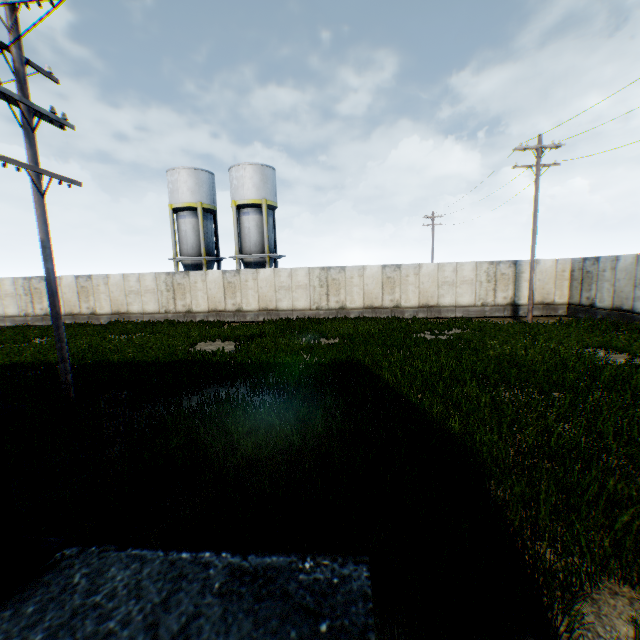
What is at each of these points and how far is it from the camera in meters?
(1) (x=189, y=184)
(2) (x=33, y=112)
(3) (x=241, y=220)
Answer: (1) vertical tank, 27.5
(2) electric pole, 7.4
(3) vertical tank, 28.1

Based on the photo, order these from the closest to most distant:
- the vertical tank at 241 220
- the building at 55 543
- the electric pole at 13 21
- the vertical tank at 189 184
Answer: the building at 55 543, the electric pole at 13 21, the vertical tank at 241 220, the vertical tank at 189 184

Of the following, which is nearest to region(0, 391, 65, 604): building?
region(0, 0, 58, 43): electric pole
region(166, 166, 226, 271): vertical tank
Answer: region(0, 0, 58, 43): electric pole

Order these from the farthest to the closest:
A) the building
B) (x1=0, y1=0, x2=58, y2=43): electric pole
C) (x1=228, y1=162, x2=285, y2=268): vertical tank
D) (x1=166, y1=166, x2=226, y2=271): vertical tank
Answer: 1. (x1=166, y1=166, x2=226, y2=271): vertical tank
2. (x1=228, y1=162, x2=285, y2=268): vertical tank
3. (x1=0, y1=0, x2=58, y2=43): electric pole
4. the building

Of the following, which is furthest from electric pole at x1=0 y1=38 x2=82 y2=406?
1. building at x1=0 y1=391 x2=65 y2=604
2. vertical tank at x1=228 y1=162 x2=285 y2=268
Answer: vertical tank at x1=228 y1=162 x2=285 y2=268

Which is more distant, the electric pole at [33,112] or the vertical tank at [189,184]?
the vertical tank at [189,184]

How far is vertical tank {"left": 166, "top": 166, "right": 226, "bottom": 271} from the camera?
27.5m

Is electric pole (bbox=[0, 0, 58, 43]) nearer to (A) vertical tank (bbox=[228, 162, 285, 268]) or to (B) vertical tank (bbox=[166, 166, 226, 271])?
(A) vertical tank (bbox=[228, 162, 285, 268])
